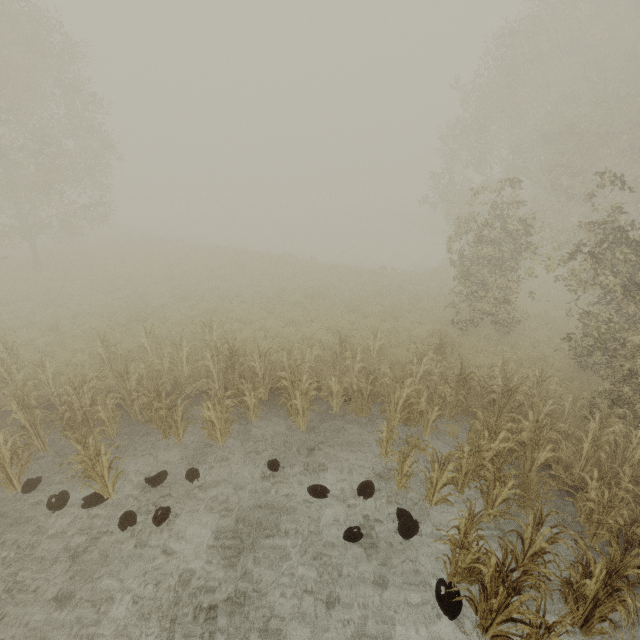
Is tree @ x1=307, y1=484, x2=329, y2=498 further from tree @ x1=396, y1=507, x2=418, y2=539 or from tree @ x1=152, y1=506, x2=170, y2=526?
tree @ x1=152, y1=506, x2=170, y2=526

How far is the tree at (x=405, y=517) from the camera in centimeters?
599cm

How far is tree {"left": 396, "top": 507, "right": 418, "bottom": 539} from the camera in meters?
6.0 m

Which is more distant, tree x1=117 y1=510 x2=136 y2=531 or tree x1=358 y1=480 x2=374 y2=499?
tree x1=358 y1=480 x2=374 y2=499

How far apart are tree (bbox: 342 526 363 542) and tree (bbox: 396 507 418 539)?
0.7 meters

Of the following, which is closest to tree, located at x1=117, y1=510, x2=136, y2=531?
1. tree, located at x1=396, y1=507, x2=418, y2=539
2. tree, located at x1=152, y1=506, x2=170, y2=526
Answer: tree, located at x1=152, y1=506, x2=170, y2=526

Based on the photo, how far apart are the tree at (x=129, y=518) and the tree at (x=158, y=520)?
0.33m

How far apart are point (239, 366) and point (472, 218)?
9.83m
